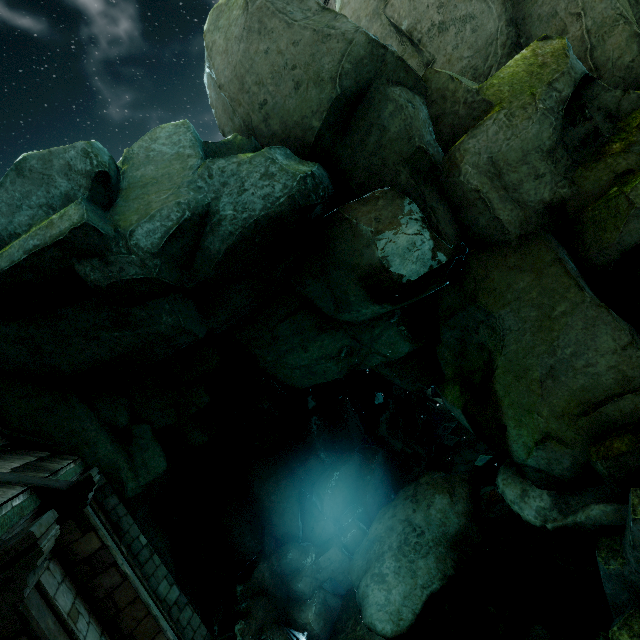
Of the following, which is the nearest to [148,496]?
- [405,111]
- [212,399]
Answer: [212,399]

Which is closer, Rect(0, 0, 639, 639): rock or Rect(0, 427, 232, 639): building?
Rect(0, 427, 232, 639): building

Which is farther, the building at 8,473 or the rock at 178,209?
the rock at 178,209
